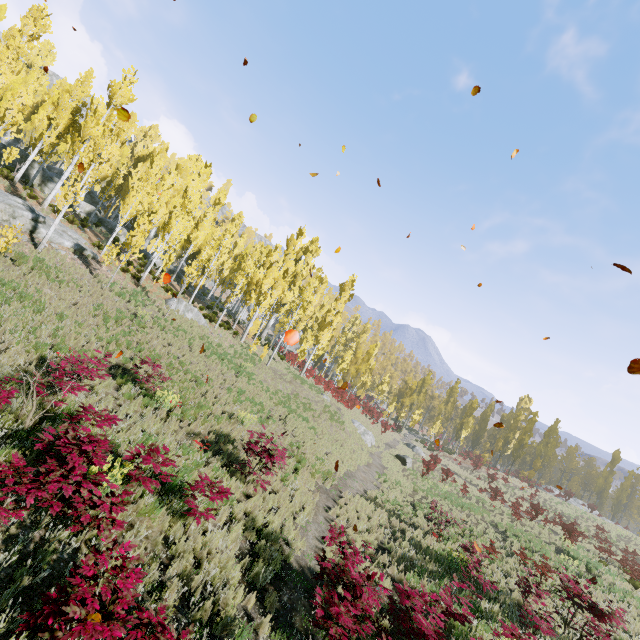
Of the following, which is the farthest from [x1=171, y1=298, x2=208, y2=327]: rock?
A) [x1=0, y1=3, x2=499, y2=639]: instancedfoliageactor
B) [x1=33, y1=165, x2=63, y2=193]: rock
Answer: [x1=33, y1=165, x2=63, y2=193]: rock

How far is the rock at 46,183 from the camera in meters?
28.5

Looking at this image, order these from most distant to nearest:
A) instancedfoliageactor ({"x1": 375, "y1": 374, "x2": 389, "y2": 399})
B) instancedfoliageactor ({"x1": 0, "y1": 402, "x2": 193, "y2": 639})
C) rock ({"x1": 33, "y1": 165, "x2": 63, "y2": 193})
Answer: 1. instancedfoliageactor ({"x1": 375, "y1": 374, "x2": 389, "y2": 399})
2. rock ({"x1": 33, "y1": 165, "x2": 63, "y2": 193})
3. instancedfoliageactor ({"x1": 0, "y1": 402, "x2": 193, "y2": 639})

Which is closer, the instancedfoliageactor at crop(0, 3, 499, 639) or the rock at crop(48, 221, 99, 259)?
the instancedfoliageactor at crop(0, 3, 499, 639)

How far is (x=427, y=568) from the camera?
10.4 meters

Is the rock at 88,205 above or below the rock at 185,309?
above
